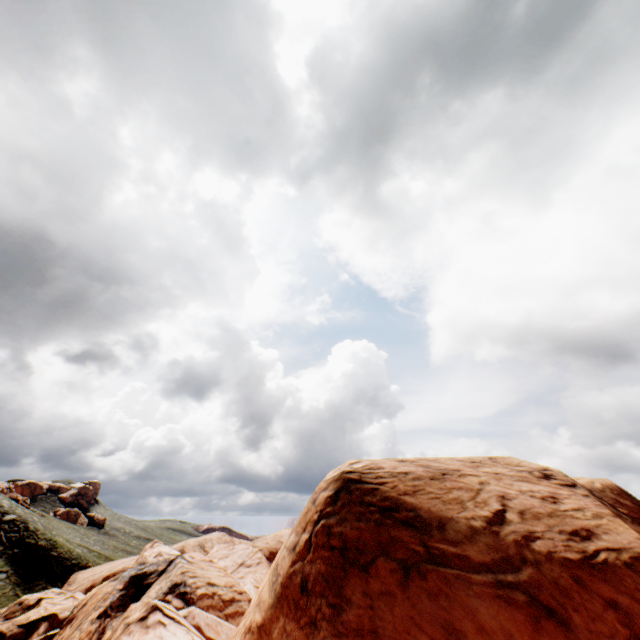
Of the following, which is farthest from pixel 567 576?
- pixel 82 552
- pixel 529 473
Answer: pixel 82 552
